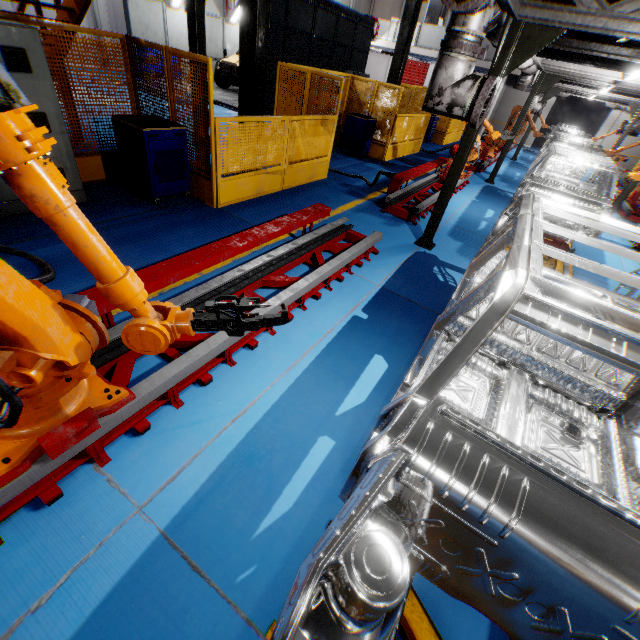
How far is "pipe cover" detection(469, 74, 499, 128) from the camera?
4.00m

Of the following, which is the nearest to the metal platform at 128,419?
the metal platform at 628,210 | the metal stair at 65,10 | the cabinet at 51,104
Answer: the cabinet at 51,104

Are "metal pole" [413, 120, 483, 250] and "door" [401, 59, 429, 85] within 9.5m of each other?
no

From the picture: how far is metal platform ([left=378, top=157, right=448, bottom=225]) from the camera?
7.3 meters

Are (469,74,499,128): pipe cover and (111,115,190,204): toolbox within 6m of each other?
yes

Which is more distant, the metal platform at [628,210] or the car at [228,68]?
the car at [228,68]

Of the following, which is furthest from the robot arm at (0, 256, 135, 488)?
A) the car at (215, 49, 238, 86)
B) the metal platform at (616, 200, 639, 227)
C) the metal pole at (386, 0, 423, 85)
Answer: the car at (215, 49, 238, 86)

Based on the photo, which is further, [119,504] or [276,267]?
[276,267]
